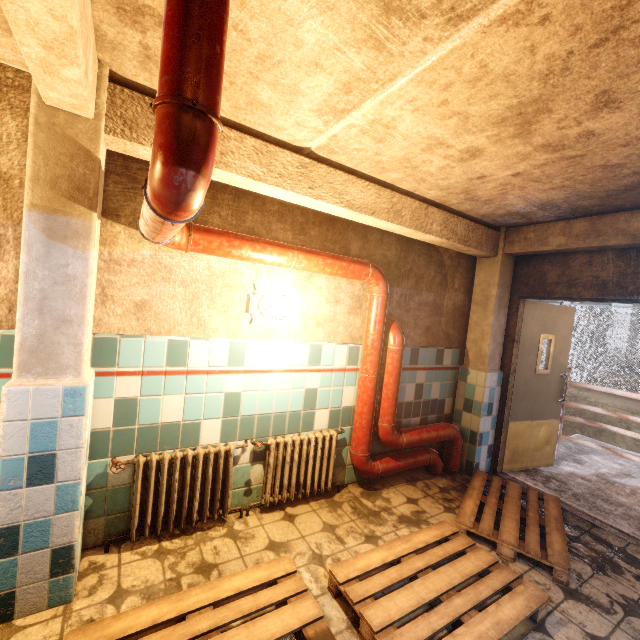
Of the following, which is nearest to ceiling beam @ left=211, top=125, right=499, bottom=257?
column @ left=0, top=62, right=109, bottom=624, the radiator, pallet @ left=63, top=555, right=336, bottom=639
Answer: column @ left=0, top=62, right=109, bottom=624

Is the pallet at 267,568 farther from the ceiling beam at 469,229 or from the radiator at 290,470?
the ceiling beam at 469,229

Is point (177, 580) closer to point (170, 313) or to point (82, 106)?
point (170, 313)

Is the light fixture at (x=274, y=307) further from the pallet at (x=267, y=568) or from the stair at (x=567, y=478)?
the stair at (x=567, y=478)

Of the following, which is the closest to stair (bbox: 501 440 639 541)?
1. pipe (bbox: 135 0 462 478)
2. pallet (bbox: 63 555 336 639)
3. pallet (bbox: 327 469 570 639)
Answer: pipe (bbox: 135 0 462 478)

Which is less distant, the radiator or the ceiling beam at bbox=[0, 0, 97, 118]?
the ceiling beam at bbox=[0, 0, 97, 118]

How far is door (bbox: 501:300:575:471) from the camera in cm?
401

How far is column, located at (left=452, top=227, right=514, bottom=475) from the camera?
3.8 meters
